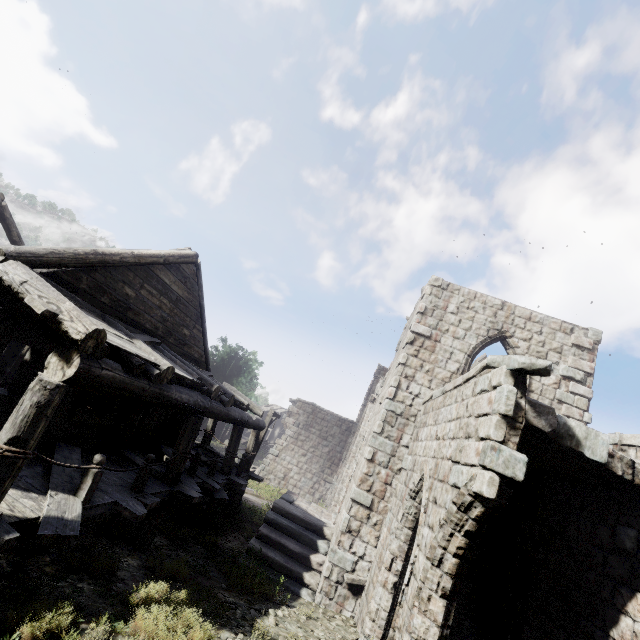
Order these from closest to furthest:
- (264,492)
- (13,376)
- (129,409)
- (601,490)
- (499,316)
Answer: (601,490), (129,409), (499,316), (13,376), (264,492)
